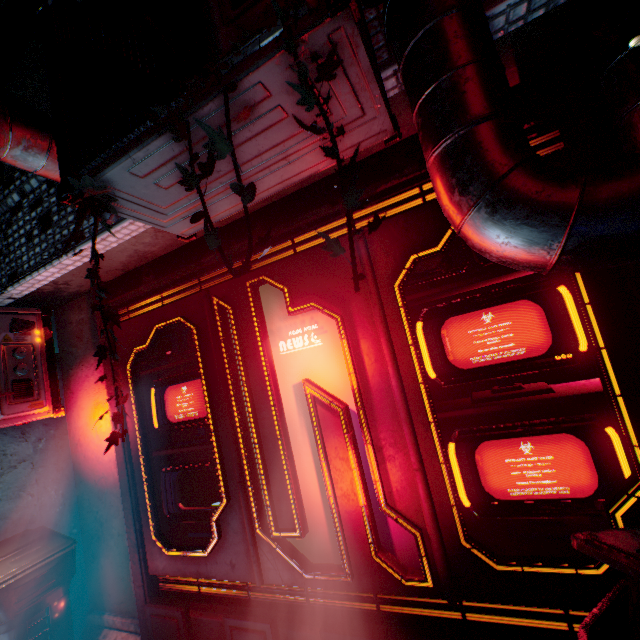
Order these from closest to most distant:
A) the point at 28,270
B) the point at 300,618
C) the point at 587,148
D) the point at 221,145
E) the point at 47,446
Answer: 1. the point at 221,145
2. the point at 587,148
3. the point at 300,618
4. the point at 28,270
5. the point at 47,446

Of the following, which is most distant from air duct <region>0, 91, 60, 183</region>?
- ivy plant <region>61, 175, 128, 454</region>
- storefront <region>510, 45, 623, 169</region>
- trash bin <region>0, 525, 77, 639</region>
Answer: trash bin <region>0, 525, 77, 639</region>

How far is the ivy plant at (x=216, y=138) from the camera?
0.8 meters

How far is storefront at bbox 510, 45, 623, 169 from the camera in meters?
1.4

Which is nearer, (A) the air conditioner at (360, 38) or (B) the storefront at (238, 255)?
(A) the air conditioner at (360, 38)

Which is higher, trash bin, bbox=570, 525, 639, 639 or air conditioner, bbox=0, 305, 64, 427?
air conditioner, bbox=0, 305, 64, 427

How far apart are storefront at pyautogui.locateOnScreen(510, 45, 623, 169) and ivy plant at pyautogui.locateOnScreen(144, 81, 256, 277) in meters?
1.0

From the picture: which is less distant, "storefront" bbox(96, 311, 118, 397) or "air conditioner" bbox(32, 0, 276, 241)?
"air conditioner" bbox(32, 0, 276, 241)
